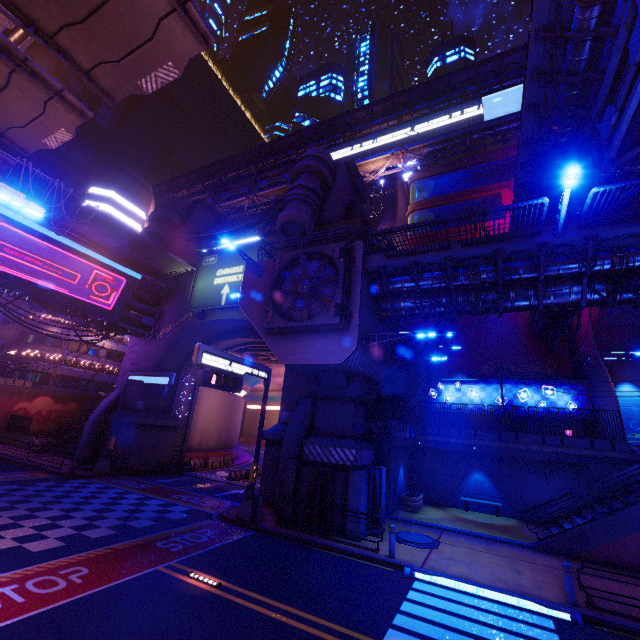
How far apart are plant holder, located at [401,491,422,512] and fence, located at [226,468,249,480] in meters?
13.4

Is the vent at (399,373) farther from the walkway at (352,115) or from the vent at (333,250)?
the walkway at (352,115)

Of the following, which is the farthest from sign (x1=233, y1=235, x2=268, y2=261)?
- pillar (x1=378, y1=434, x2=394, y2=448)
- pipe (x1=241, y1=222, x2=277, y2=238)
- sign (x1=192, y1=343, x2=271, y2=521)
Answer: pillar (x1=378, y1=434, x2=394, y2=448)

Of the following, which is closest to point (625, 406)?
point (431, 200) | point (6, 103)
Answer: point (431, 200)

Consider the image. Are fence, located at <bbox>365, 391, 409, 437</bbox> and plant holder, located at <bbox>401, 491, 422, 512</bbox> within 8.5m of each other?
yes

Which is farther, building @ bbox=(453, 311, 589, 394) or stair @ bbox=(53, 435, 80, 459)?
stair @ bbox=(53, 435, 80, 459)

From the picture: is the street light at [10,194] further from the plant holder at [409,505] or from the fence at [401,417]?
the plant holder at [409,505]

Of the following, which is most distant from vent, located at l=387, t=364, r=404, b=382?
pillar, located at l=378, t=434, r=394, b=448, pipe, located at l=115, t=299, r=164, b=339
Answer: pipe, located at l=115, t=299, r=164, b=339
